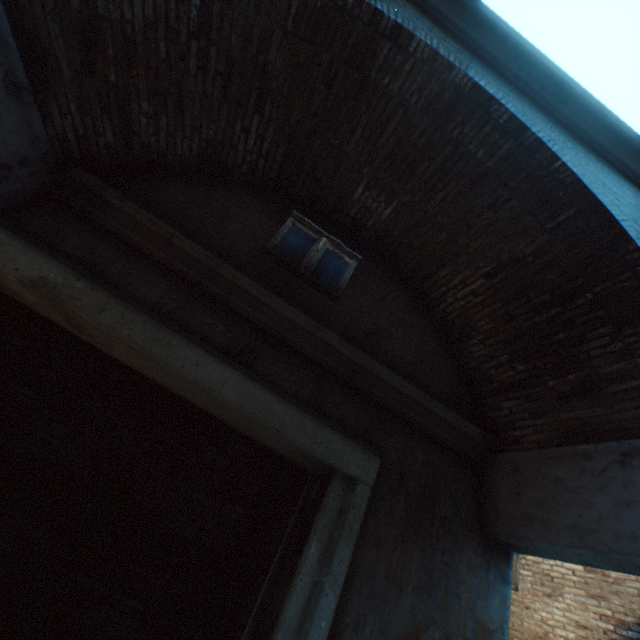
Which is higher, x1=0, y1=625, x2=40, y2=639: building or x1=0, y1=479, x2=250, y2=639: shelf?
x1=0, y1=479, x2=250, y2=639: shelf

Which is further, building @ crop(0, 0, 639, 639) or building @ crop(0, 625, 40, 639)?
building @ crop(0, 625, 40, 639)

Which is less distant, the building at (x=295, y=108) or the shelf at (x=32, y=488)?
the building at (x=295, y=108)

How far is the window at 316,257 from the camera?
3.52m

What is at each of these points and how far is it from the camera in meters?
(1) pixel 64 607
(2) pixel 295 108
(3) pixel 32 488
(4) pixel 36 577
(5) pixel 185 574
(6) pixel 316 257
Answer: (1) building, 3.6
(2) building, 3.1
(3) shelf, 3.6
(4) shelf, 3.3
(5) building, 4.1
(6) window, 3.7

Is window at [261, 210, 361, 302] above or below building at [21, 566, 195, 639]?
above

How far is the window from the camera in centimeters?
352cm

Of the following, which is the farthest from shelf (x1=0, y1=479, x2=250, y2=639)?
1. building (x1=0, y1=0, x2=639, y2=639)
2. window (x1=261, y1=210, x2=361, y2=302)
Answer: window (x1=261, y1=210, x2=361, y2=302)
